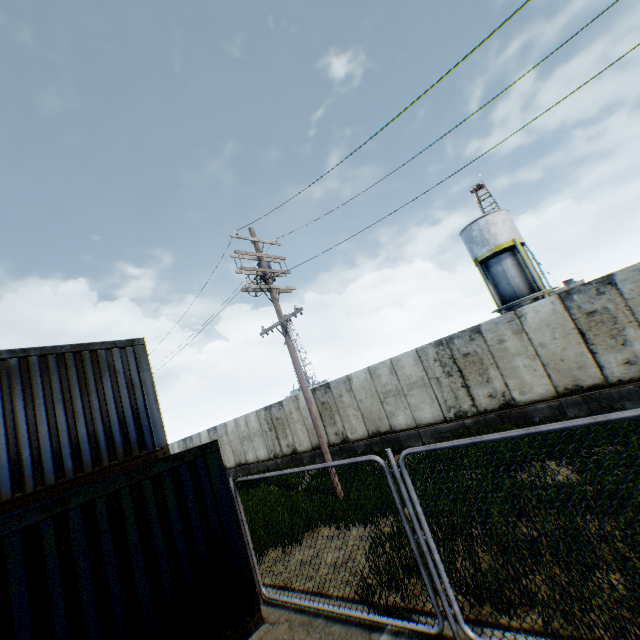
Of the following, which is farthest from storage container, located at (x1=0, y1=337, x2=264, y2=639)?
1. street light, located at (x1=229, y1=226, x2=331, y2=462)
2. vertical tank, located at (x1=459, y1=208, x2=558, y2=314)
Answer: vertical tank, located at (x1=459, y1=208, x2=558, y2=314)

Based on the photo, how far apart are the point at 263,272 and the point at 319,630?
9.5 meters

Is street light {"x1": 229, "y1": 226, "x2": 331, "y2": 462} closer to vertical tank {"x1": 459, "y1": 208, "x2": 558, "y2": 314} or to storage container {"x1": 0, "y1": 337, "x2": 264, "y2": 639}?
storage container {"x1": 0, "y1": 337, "x2": 264, "y2": 639}

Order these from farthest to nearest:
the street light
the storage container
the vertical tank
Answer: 1. the vertical tank
2. the street light
3. the storage container

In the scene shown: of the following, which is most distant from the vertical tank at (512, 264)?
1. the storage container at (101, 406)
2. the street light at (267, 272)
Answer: the storage container at (101, 406)

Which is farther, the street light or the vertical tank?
the vertical tank

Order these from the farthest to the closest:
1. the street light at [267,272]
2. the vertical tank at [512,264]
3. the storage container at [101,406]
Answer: the vertical tank at [512,264]
the street light at [267,272]
the storage container at [101,406]
